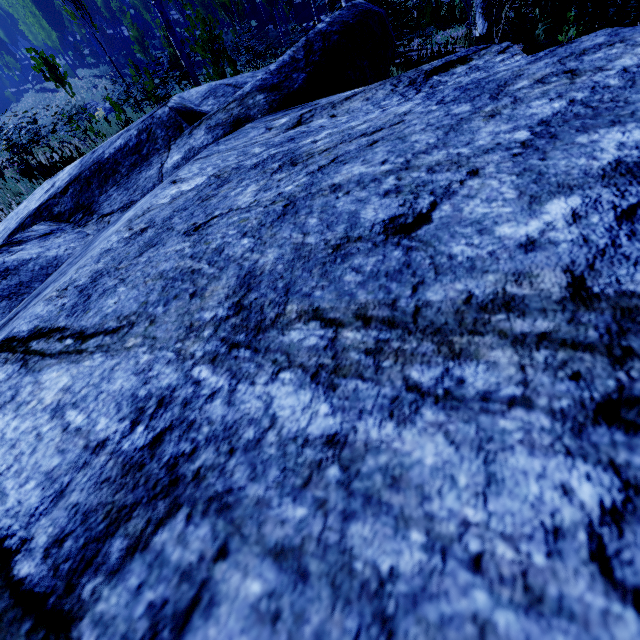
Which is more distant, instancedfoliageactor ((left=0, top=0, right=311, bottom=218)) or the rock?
instancedfoliageactor ((left=0, top=0, right=311, bottom=218))

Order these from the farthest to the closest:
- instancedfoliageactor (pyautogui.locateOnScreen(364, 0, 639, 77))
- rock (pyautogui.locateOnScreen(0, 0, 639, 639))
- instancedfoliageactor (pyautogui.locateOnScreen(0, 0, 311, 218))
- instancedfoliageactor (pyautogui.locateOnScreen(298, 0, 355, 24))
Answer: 1. instancedfoliageactor (pyautogui.locateOnScreen(0, 0, 311, 218))
2. instancedfoliageactor (pyautogui.locateOnScreen(298, 0, 355, 24))
3. instancedfoliageactor (pyautogui.locateOnScreen(364, 0, 639, 77))
4. rock (pyautogui.locateOnScreen(0, 0, 639, 639))

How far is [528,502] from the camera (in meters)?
0.24

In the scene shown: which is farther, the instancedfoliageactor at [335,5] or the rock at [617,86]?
the instancedfoliageactor at [335,5]

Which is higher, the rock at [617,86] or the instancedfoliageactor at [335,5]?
the rock at [617,86]

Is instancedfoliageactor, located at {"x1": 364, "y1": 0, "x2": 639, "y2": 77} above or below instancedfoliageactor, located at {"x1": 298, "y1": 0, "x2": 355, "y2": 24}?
below
